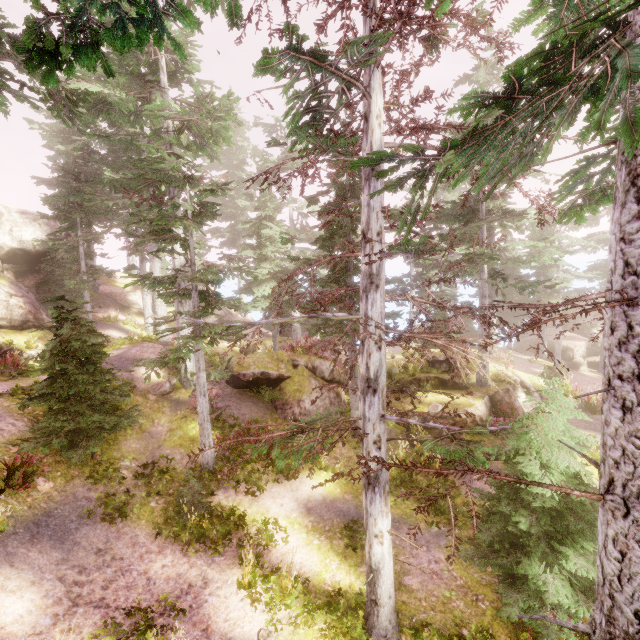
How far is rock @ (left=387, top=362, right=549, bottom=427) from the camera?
14.38m

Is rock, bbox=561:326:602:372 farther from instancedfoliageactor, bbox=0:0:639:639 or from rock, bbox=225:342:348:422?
rock, bbox=225:342:348:422

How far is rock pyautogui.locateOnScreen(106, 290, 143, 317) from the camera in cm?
2994

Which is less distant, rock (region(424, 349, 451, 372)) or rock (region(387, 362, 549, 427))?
rock (region(387, 362, 549, 427))

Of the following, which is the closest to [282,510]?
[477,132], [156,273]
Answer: [477,132]

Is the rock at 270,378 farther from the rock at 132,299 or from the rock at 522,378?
the rock at 132,299

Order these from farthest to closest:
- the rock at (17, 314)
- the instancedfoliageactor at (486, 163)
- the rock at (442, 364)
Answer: the rock at (442, 364) → the rock at (17, 314) → the instancedfoliageactor at (486, 163)

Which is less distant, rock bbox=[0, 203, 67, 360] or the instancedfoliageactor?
the instancedfoliageactor
